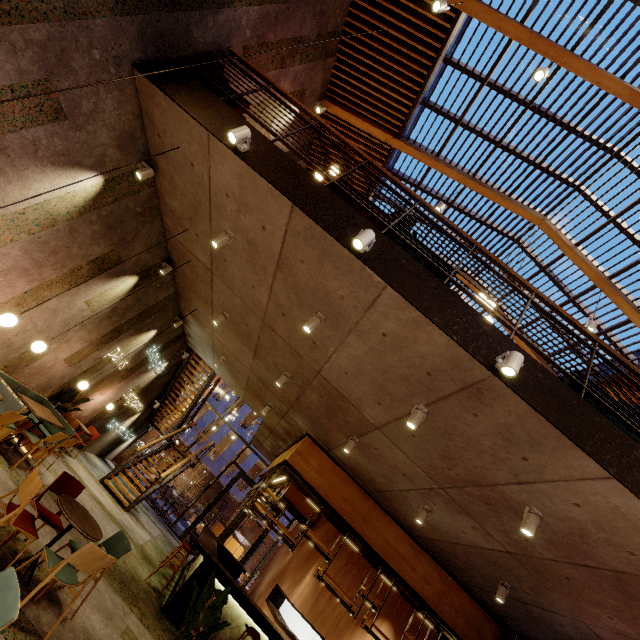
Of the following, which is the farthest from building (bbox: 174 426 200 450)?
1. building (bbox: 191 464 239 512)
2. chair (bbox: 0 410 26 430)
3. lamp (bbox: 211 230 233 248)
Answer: chair (bbox: 0 410 26 430)

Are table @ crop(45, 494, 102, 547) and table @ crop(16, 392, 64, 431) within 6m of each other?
yes

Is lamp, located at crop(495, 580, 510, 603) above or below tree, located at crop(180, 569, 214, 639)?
above

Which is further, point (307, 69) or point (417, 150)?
point (417, 150)

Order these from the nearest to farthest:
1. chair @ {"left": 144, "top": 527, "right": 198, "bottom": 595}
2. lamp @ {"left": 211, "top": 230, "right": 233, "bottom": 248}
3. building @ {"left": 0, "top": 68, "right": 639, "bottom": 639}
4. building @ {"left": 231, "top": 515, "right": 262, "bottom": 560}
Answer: building @ {"left": 0, "top": 68, "right": 639, "bottom": 639} → lamp @ {"left": 211, "top": 230, "right": 233, "bottom": 248} → chair @ {"left": 144, "top": 527, "right": 198, "bottom": 595} → building @ {"left": 231, "top": 515, "right": 262, "bottom": 560}

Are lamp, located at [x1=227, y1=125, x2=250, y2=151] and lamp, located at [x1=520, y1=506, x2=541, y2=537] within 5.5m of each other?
no

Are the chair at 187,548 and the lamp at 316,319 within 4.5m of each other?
no

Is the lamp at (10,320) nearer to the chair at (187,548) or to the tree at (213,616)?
the tree at (213,616)
